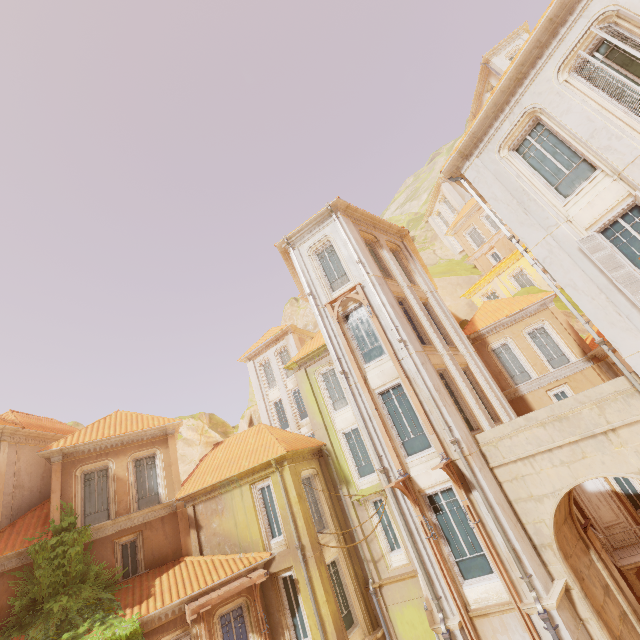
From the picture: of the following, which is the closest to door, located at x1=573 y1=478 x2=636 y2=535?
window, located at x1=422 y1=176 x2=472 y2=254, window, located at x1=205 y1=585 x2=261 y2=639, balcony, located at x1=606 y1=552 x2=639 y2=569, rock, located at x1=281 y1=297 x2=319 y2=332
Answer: balcony, located at x1=606 y1=552 x2=639 y2=569

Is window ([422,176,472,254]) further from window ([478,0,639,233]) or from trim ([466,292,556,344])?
window ([478,0,639,233])

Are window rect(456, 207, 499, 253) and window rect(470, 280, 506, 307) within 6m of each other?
yes

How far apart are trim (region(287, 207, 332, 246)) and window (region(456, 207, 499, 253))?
22.71m

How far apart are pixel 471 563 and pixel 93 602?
14.77m

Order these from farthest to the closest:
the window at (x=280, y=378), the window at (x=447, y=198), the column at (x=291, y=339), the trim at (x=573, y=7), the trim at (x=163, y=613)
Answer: the window at (x=447, y=198), the window at (x=280, y=378), the column at (x=291, y=339), the trim at (x=163, y=613), the trim at (x=573, y=7)

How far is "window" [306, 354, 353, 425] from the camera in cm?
1909

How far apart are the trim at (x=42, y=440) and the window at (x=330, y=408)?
14.5 meters
